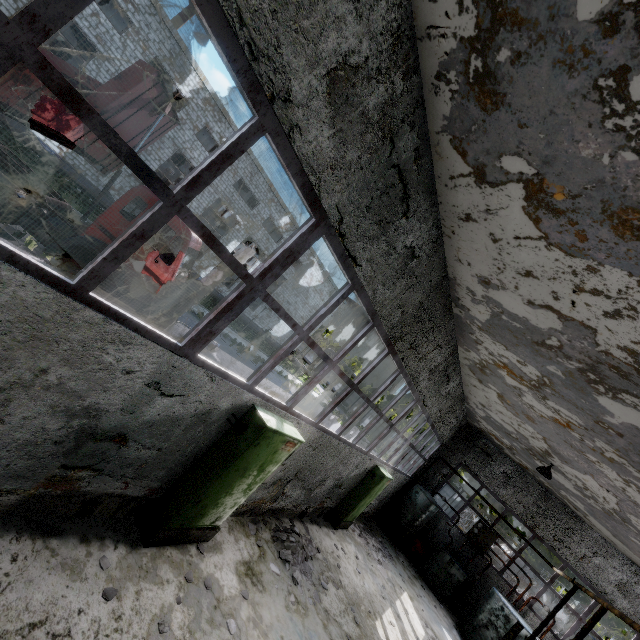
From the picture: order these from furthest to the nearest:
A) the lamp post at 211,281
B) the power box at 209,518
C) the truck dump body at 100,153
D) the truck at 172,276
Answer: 1. the lamp post at 211,281
2. the truck at 172,276
3. the truck dump body at 100,153
4. the power box at 209,518

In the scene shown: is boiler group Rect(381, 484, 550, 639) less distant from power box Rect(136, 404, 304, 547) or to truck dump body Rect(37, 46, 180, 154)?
power box Rect(136, 404, 304, 547)

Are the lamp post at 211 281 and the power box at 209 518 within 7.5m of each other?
yes

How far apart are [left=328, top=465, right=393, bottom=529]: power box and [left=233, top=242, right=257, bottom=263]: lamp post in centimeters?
802cm

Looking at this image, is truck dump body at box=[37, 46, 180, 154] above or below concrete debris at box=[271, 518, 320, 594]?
above

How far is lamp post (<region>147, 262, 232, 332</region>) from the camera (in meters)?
9.61

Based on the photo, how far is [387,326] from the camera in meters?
6.4 m

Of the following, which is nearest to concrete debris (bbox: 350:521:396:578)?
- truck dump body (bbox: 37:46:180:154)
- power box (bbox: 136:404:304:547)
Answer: power box (bbox: 136:404:304:547)
